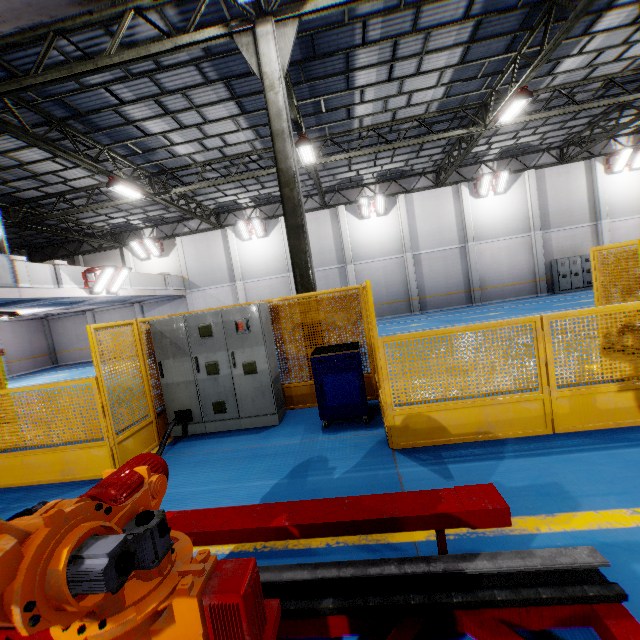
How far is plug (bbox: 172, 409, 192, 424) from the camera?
5.59m

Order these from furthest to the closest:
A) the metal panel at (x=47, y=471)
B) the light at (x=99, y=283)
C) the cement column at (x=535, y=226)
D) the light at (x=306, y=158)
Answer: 1. the cement column at (x=535, y=226)
2. the light at (x=99, y=283)
3. the light at (x=306, y=158)
4. the metal panel at (x=47, y=471)

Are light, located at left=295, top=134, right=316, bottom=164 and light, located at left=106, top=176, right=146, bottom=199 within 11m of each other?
yes

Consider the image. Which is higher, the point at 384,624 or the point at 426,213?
the point at 426,213

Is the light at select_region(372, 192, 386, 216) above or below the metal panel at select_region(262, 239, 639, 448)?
above

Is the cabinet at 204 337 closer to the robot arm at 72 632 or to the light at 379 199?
the robot arm at 72 632

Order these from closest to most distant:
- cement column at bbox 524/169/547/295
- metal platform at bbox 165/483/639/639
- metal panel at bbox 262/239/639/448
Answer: metal platform at bbox 165/483/639/639 → metal panel at bbox 262/239/639/448 → cement column at bbox 524/169/547/295

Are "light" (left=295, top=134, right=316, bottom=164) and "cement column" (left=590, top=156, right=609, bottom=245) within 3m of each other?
no
